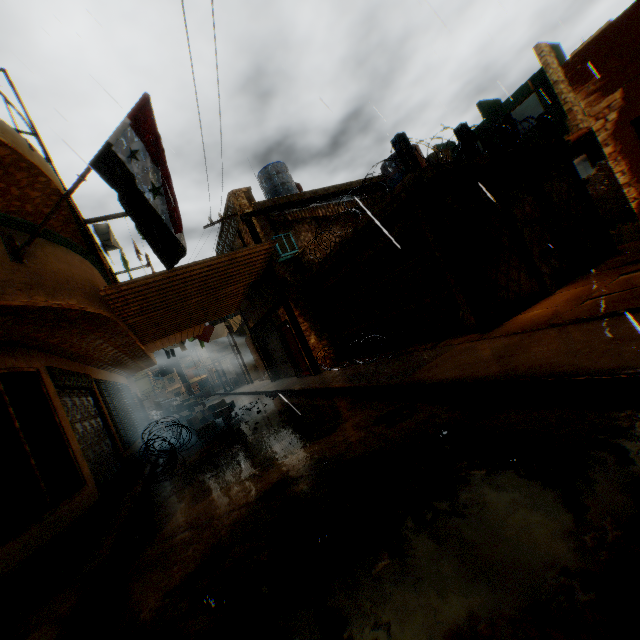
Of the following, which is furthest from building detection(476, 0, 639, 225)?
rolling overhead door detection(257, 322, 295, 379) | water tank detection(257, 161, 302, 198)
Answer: water tank detection(257, 161, 302, 198)

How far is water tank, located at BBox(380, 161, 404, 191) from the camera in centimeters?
1198cm

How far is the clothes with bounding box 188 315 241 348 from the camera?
16.3 meters

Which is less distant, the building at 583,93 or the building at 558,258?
the building at 583,93

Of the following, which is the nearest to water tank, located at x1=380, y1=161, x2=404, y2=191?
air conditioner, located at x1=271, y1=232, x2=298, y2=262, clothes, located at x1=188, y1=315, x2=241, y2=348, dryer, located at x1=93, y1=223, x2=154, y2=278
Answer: air conditioner, located at x1=271, y1=232, x2=298, y2=262

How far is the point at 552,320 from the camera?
5.18m

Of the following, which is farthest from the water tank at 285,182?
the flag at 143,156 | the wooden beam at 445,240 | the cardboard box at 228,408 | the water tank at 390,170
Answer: the flag at 143,156

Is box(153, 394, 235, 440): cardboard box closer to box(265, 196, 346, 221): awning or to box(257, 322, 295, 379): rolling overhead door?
box(257, 322, 295, 379): rolling overhead door
